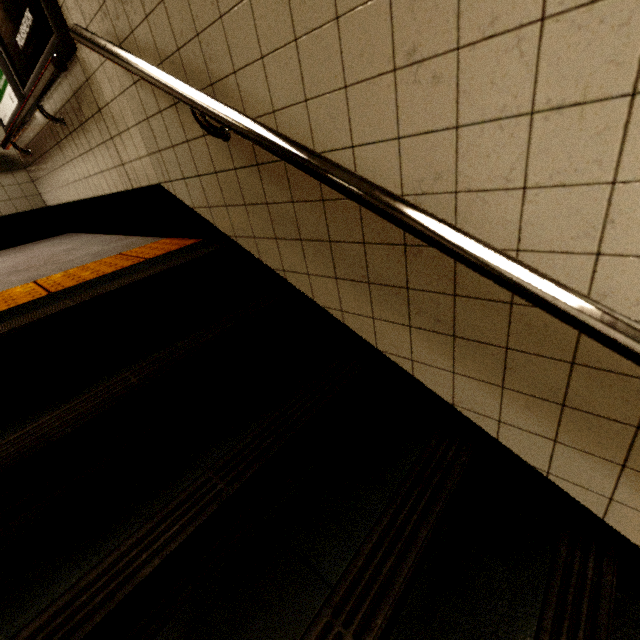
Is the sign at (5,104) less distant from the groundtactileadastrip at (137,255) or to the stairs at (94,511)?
the stairs at (94,511)

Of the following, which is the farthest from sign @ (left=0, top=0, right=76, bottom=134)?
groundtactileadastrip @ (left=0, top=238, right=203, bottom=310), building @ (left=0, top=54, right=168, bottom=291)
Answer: groundtactileadastrip @ (left=0, top=238, right=203, bottom=310)

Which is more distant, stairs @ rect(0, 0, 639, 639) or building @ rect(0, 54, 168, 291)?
building @ rect(0, 54, 168, 291)

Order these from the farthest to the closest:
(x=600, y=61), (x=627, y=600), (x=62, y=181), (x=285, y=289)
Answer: (x=62, y=181) → (x=285, y=289) → (x=627, y=600) → (x=600, y=61)

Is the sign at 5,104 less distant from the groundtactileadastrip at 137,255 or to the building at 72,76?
the building at 72,76

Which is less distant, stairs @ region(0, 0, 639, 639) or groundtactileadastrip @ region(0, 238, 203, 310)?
stairs @ region(0, 0, 639, 639)

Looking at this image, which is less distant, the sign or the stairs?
the stairs
